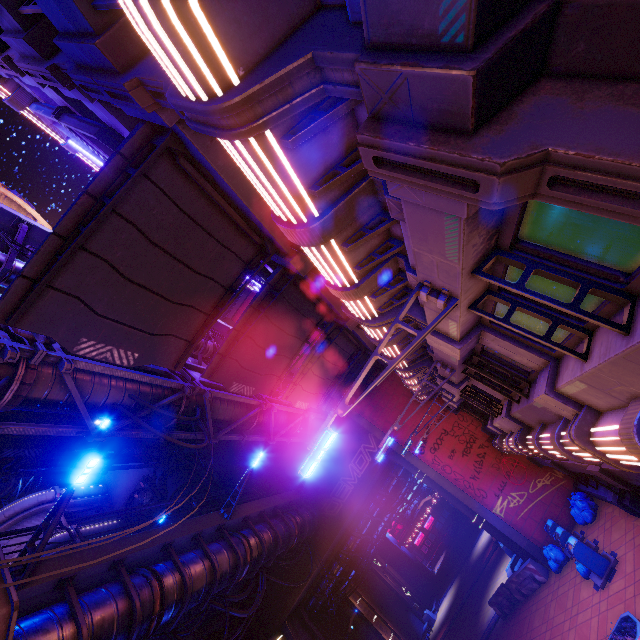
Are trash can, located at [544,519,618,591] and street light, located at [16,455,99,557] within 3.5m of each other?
no

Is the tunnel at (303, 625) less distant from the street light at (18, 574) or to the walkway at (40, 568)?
the walkway at (40, 568)

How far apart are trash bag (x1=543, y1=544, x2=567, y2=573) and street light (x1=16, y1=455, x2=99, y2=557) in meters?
19.0

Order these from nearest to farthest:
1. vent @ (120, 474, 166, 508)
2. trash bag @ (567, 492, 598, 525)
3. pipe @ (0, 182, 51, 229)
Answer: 1. pipe @ (0, 182, 51, 229)
2. trash bag @ (567, 492, 598, 525)
3. vent @ (120, 474, 166, 508)

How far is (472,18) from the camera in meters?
1.5 m

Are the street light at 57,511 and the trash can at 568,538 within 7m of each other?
no

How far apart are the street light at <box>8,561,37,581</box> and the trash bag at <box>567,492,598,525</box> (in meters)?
19.47

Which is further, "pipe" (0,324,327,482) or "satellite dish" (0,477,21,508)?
"satellite dish" (0,477,21,508)
